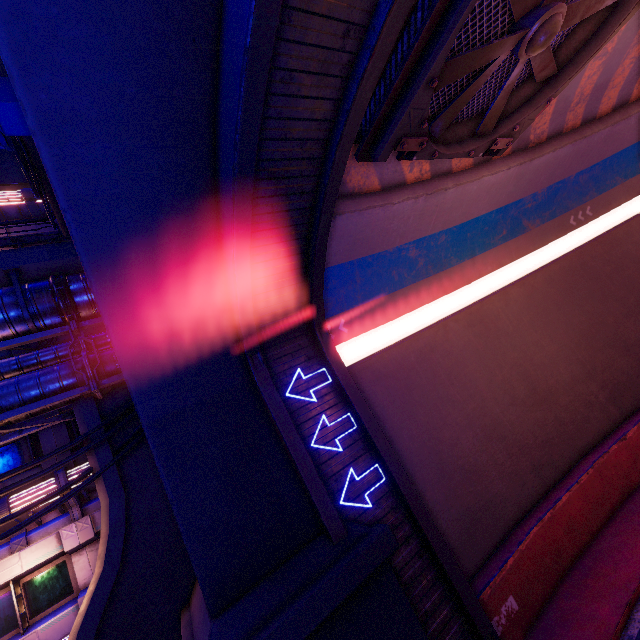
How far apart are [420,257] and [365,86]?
6.80m

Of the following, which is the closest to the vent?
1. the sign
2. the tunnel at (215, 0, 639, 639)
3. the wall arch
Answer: the tunnel at (215, 0, 639, 639)

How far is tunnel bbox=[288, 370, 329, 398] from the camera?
8.5 meters

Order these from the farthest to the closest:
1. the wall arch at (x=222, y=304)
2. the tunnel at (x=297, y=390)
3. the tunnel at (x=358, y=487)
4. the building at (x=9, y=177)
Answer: the building at (x=9, y=177)
the tunnel at (x=297, y=390)
the tunnel at (x=358, y=487)
the wall arch at (x=222, y=304)

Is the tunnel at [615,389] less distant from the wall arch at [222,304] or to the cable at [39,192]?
the wall arch at [222,304]

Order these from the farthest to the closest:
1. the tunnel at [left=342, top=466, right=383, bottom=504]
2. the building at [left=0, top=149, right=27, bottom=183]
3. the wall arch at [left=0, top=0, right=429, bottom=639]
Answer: the building at [left=0, top=149, right=27, bottom=183], the tunnel at [left=342, top=466, right=383, bottom=504], the wall arch at [left=0, top=0, right=429, bottom=639]

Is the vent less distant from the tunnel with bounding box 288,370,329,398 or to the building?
the tunnel with bounding box 288,370,329,398

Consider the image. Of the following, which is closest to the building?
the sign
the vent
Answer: the sign
